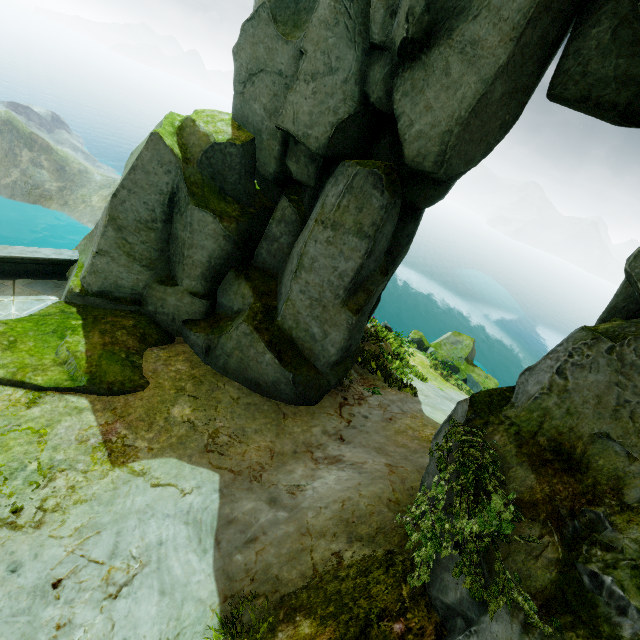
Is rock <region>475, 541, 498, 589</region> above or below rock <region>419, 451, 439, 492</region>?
above

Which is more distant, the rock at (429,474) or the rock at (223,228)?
the rock at (223,228)

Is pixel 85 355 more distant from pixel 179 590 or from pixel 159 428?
pixel 179 590

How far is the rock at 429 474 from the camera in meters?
5.2

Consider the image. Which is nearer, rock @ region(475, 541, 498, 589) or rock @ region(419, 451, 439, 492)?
rock @ region(475, 541, 498, 589)

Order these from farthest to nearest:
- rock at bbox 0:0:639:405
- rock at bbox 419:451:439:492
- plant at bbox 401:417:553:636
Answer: rock at bbox 0:0:639:405 → rock at bbox 419:451:439:492 → plant at bbox 401:417:553:636
